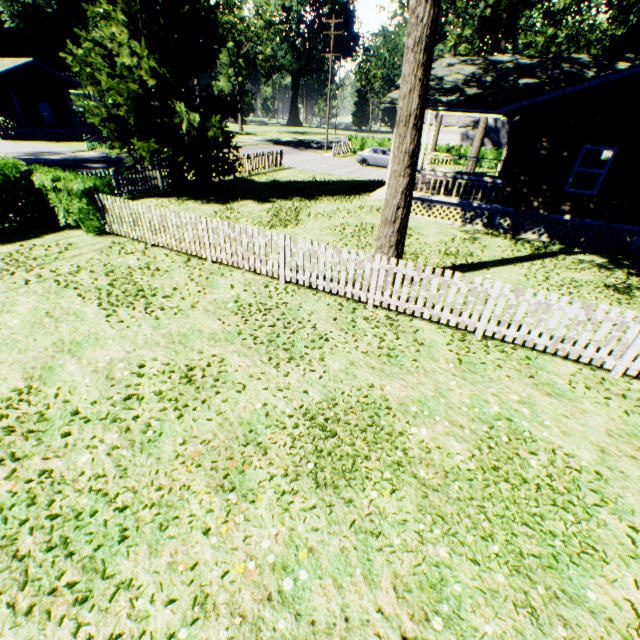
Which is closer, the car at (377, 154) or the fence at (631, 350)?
the fence at (631, 350)

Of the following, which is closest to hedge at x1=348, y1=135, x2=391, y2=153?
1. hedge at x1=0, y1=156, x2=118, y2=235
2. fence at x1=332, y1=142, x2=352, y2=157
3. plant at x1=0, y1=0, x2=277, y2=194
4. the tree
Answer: fence at x1=332, y1=142, x2=352, y2=157

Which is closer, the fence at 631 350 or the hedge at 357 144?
the fence at 631 350

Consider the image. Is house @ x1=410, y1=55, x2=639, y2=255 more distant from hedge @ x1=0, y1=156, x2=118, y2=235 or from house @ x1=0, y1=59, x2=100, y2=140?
house @ x1=0, y1=59, x2=100, y2=140

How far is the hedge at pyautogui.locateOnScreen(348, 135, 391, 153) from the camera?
36.5 meters

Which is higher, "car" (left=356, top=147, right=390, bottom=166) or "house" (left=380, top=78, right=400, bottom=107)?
"house" (left=380, top=78, right=400, bottom=107)

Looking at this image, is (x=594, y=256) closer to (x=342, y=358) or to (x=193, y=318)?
(x=342, y=358)

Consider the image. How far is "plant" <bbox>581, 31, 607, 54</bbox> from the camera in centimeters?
5784cm
